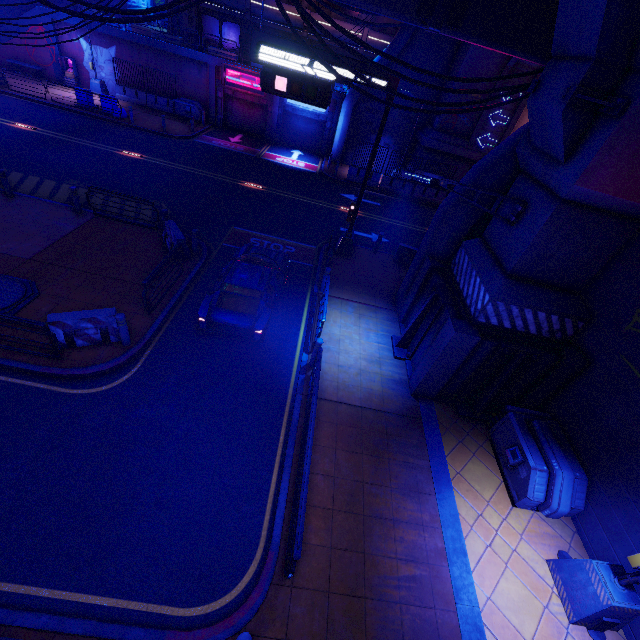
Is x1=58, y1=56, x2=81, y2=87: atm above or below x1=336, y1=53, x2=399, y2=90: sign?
below

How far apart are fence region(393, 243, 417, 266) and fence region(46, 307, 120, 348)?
12.2 meters

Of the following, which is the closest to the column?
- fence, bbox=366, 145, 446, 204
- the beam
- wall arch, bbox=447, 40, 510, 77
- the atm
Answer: the atm

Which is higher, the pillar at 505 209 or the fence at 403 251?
the pillar at 505 209

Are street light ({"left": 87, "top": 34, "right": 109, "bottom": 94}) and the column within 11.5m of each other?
yes

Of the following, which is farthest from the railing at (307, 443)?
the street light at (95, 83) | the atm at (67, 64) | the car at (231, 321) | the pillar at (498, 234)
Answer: the atm at (67, 64)

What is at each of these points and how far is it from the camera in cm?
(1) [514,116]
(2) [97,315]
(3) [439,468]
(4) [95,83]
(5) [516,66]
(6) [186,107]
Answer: (1) tunnel, 2191
(2) fence, 841
(3) beam, 830
(4) street light, 2614
(5) tunnel, 2028
(6) generator, 2608

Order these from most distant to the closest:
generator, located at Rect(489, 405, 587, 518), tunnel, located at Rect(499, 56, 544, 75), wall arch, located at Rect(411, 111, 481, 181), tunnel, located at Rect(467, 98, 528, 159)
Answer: wall arch, located at Rect(411, 111, 481, 181)
tunnel, located at Rect(467, 98, 528, 159)
tunnel, located at Rect(499, 56, 544, 75)
generator, located at Rect(489, 405, 587, 518)
